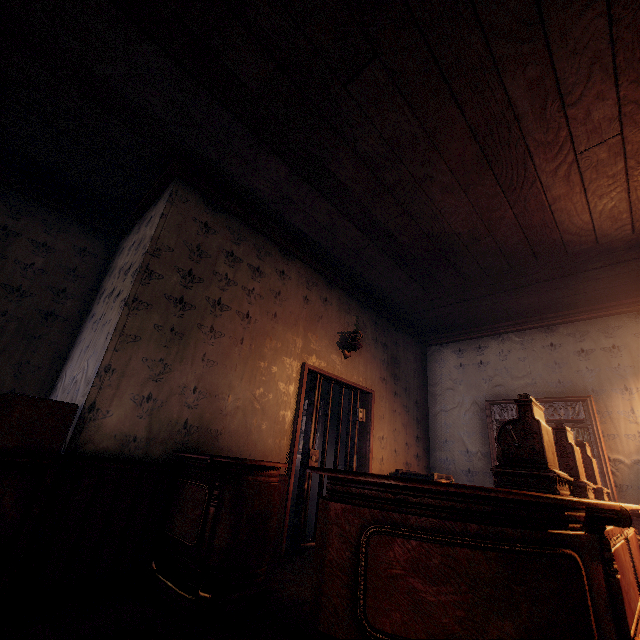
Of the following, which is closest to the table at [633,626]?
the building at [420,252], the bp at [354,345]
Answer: the building at [420,252]

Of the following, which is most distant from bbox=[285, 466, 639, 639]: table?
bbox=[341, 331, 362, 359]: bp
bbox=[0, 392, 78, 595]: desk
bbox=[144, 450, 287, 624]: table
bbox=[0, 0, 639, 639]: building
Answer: bbox=[341, 331, 362, 359]: bp

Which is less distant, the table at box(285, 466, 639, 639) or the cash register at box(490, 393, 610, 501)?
the table at box(285, 466, 639, 639)

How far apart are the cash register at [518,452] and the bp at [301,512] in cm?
238

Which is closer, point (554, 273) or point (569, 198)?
point (569, 198)

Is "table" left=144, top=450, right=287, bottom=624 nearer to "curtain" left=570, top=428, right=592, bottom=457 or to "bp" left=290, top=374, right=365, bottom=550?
"bp" left=290, top=374, right=365, bottom=550

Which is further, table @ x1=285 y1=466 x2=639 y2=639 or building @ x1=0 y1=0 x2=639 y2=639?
building @ x1=0 y1=0 x2=639 y2=639

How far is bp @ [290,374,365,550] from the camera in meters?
3.9
